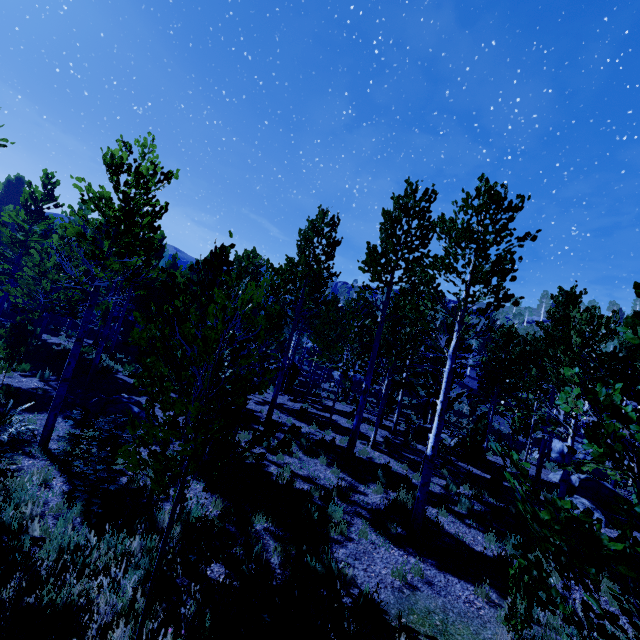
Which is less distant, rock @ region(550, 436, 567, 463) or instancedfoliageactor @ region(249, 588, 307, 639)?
instancedfoliageactor @ region(249, 588, 307, 639)

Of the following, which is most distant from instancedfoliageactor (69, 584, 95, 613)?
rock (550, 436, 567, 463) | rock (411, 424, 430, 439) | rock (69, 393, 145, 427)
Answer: rock (550, 436, 567, 463)

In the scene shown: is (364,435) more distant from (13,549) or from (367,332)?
(367,332)

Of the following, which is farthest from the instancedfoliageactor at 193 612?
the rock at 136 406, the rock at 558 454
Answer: the rock at 558 454

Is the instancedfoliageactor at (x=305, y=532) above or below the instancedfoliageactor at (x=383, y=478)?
below

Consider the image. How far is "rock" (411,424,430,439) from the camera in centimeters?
1709cm

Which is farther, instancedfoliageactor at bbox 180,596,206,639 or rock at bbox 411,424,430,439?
rock at bbox 411,424,430,439
